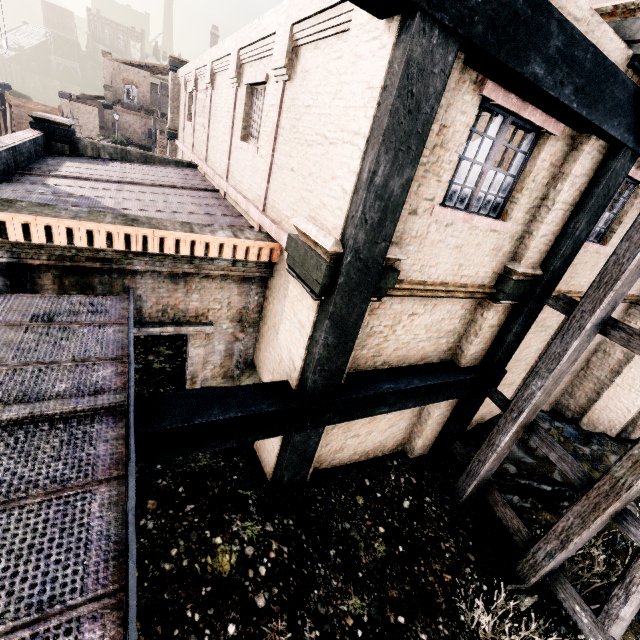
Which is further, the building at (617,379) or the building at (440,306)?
the building at (617,379)

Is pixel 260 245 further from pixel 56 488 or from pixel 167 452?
pixel 56 488

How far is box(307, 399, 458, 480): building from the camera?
8.0 meters

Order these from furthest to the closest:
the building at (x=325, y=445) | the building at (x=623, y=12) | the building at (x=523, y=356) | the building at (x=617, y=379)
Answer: the building at (x=617, y=379)
the building at (x=523, y=356)
the building at (x=325, y=445)
the building at (x=623, y=12)

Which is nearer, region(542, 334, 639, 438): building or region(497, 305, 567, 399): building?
region(497, 305, 567, 399): building

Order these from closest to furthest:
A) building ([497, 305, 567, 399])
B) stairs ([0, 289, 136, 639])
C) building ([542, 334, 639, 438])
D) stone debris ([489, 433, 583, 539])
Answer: stairs ([0, 289, 136, 639]) → stone debris ([489, 433, 583, 539]) → building ([497, 305, 567, 399]) → building ([542, 334, 639, 438])

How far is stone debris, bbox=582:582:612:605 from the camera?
6.95m
